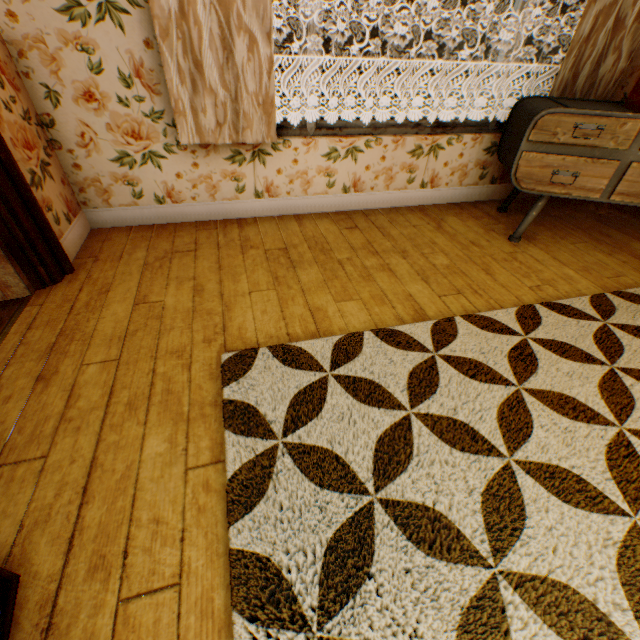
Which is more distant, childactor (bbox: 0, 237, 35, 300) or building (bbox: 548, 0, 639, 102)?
building (bbox: 548, 0, 639, 102)

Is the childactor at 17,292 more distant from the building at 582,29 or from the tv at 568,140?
the tv at 568,140

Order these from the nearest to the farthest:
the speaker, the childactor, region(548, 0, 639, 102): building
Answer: the speaker < the childactor < region(548, 0, 639, 102): building

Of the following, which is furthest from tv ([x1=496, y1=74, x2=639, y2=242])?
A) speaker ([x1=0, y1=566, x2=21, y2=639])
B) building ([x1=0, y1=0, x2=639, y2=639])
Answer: speaker ([x1=0, y1=566, x2=21, y2=639])

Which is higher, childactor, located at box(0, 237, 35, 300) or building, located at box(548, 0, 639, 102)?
building, located at box(548, 0, 639, 102)

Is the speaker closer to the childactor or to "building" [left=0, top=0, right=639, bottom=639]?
"building" [left=0, top=0, right=639, bottom=639]

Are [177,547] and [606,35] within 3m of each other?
no

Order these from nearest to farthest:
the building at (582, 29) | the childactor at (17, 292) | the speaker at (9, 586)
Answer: the speaker at (9, 586) → the childactor at (17, 292) → the building at (582, 29)
